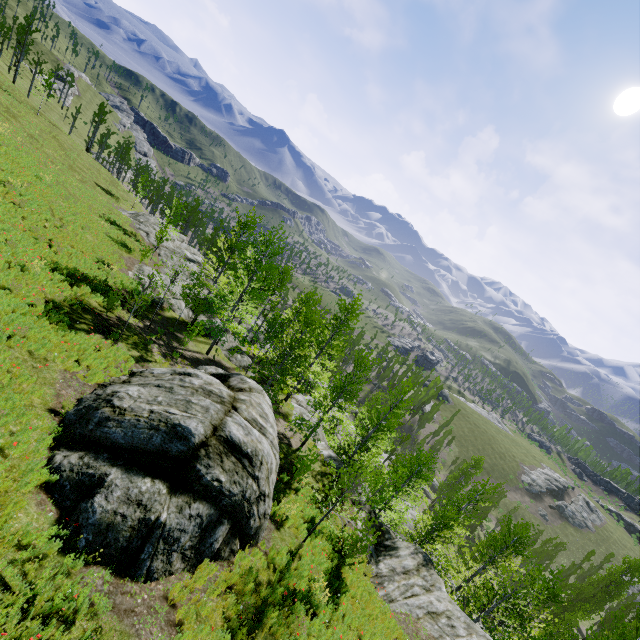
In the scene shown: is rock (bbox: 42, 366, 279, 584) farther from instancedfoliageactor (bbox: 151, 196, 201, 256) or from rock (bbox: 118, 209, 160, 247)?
instancedfoliageactor (bbox: 151, 196, 201, 256)

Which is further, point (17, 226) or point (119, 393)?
point (17, 226)

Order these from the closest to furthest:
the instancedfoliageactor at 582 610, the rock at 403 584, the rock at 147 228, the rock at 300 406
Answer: the rock at 403 584 < the instancedfoliageactor at 582 610 < the rock at 300 406 < the rock at 147 228

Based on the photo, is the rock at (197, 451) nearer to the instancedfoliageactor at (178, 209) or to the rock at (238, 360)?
the rock at (238, 360)

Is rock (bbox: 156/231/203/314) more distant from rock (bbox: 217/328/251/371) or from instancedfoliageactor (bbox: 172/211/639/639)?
rock (bbox: 217/328/251/371)

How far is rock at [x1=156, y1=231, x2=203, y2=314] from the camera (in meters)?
27.03
